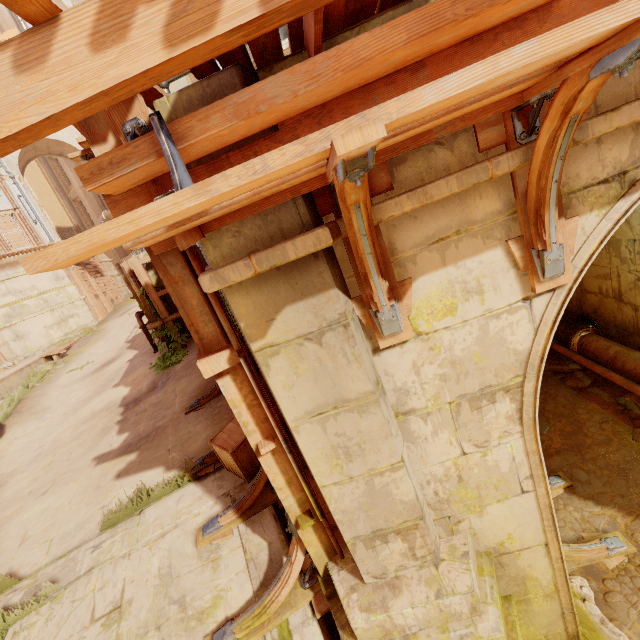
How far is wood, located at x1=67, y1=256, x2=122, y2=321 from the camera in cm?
1911

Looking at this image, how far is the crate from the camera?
4.5m

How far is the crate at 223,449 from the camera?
4.55m

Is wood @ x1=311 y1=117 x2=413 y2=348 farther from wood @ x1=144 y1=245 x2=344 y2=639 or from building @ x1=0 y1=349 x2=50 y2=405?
wood @ x1=144 y1=245 x2=344 y2=639

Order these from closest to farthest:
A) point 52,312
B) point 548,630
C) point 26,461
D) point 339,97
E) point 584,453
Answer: point 339,97
point 548,630
point 584,453
point 26,461
point 52,312

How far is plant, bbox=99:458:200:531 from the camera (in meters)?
4.86

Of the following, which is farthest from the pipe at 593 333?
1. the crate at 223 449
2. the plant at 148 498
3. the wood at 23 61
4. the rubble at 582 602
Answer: the plant at 148 498

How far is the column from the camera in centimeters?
2800cm
